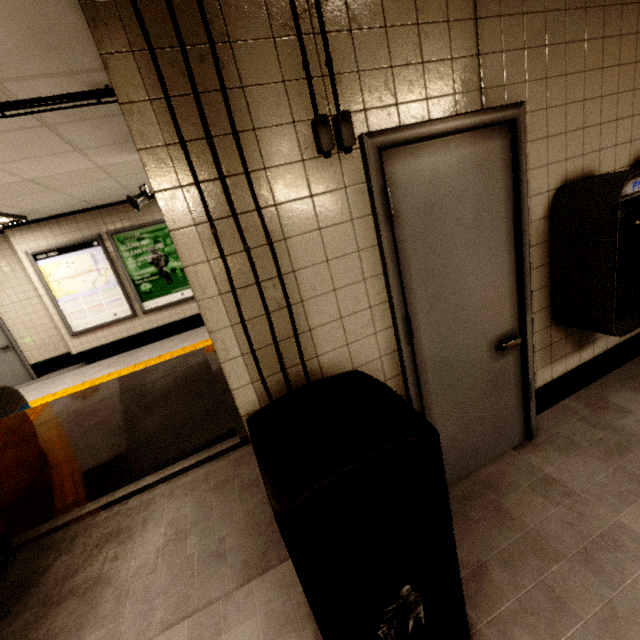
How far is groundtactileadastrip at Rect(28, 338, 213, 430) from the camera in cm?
506

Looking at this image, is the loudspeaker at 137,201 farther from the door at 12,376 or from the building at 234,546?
the building at 234,546

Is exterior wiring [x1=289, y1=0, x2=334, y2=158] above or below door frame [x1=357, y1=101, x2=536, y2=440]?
above

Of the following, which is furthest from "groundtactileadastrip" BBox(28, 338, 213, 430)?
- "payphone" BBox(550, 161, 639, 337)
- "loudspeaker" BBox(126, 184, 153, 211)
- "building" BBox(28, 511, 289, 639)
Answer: "loudspeaker" BBox(126, 184, 153, 211)

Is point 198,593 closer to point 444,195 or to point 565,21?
point 444,195

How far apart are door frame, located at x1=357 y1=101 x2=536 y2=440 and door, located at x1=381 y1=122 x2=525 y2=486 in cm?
0

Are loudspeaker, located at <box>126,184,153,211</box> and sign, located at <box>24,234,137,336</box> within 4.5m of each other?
yes

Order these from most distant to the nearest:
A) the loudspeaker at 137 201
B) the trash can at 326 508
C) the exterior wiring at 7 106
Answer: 1. the loudspeaker at 137 201
2. the exterior wiring at 7 106
3. the trash can at 326 508
